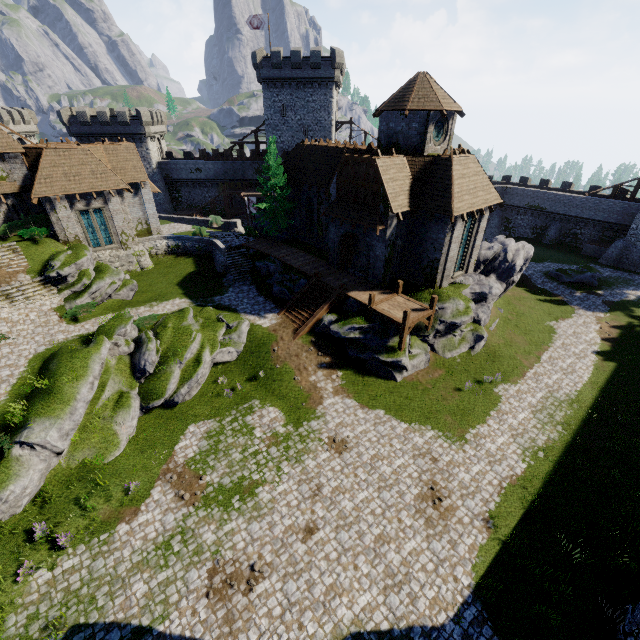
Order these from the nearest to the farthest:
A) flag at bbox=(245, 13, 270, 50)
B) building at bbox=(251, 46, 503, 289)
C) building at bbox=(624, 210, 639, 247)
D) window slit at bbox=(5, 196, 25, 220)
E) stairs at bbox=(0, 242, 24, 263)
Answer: building at bbox=(251, 46, 503, 289) → stairs at bbox=(0, 242, 24, 263) → window slit at bbox=(5, 196, 25, 220) → building at bbox=(624, 210, 639, 247) → flag at bbox=(245, 13, 270, 50)

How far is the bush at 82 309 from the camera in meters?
23.4

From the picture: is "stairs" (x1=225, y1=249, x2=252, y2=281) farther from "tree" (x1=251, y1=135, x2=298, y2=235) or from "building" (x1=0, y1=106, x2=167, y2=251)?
"building" (x1=0, y1=106, x2=167, y2=251)

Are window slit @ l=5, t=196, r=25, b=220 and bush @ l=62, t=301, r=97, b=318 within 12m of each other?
yes

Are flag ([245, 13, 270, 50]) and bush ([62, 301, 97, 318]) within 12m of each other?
no

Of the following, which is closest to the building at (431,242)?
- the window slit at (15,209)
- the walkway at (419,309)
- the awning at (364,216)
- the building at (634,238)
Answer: the awning at (364,216)

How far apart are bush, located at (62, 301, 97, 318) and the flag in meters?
39.9 m

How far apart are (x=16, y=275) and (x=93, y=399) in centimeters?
1475cm
